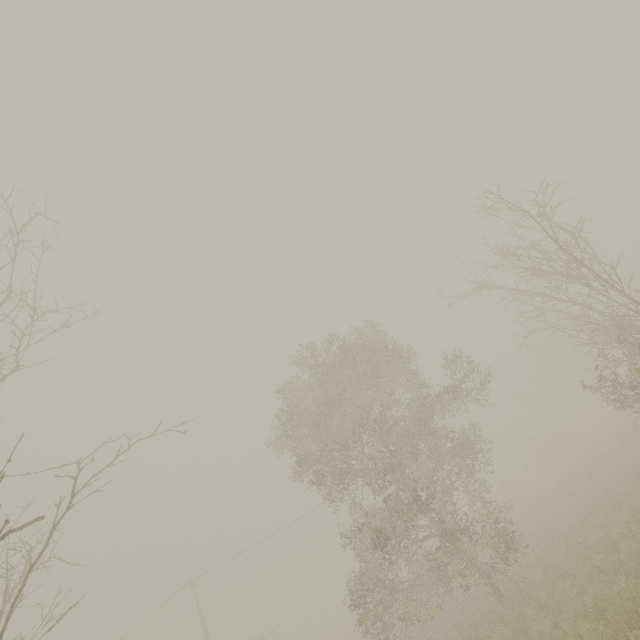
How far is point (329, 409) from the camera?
17.97m
